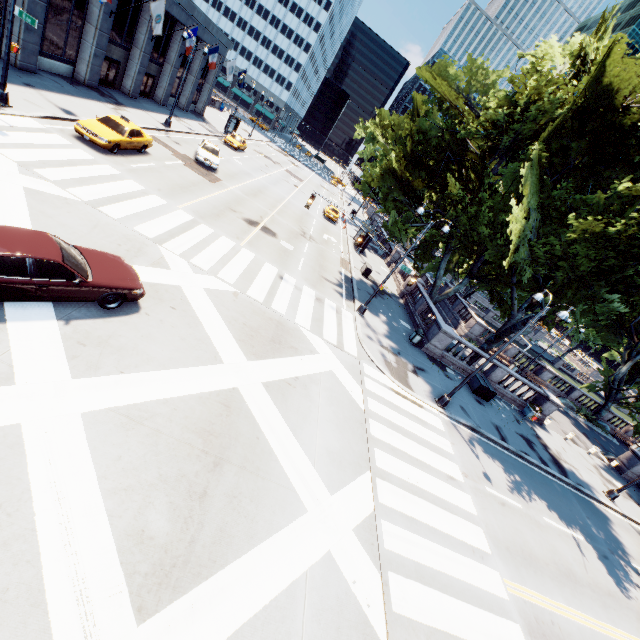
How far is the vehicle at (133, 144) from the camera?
17.09m

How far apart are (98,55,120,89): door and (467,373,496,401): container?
37.54m

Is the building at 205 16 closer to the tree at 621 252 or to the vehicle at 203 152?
the vehicle at 203 152

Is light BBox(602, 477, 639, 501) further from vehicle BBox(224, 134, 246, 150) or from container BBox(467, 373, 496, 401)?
vehicle BBox(224, 134, 246, 150)

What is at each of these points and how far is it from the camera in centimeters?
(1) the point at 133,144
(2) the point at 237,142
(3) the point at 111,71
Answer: (1) vehicle, 1948cm
(2) vehicle, 4050cm
(3) door, 2767cm

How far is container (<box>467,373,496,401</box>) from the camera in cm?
2095

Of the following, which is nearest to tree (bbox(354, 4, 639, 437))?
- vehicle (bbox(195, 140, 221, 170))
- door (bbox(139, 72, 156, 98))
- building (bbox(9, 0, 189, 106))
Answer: vehicle (bbox(195, 140, 221, 170))

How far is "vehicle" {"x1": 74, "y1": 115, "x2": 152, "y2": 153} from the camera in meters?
17.1
